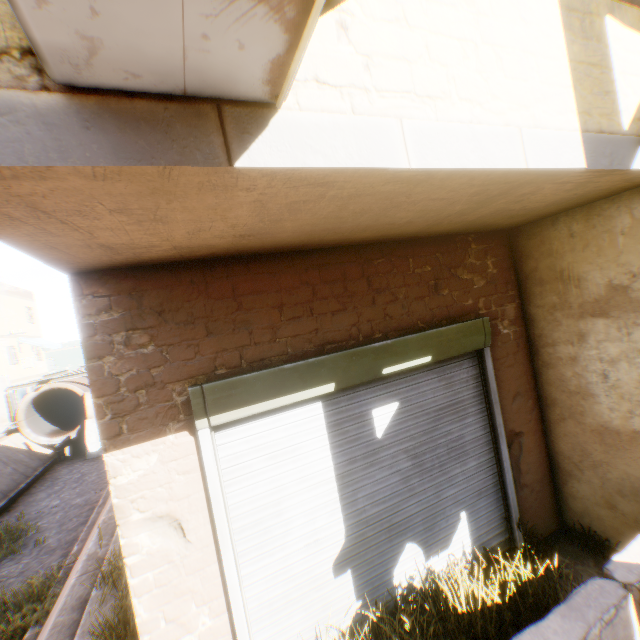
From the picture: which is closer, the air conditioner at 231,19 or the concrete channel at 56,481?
the air conditioner at 231,19

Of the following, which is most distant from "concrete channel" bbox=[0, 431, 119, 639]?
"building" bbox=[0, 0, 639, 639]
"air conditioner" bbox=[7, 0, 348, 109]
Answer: "air conditioner" bbox=[7, 0, 348, 109]

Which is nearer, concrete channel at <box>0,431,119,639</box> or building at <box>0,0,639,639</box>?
building at <box>0,0,639,639</box>

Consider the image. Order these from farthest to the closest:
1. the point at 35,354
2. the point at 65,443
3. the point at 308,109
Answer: the point at 35,354, the point at 65,443, the point at 308,109

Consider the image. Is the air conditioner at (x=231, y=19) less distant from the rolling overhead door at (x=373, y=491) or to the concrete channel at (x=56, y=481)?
the rolling overhead door at (x=373, y=491)

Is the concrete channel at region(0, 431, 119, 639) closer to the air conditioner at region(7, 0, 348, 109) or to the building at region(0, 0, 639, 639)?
the building at region(0, 0, 639, 639)

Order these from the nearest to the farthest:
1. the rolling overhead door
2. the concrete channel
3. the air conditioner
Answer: the air conditioner → the rolling overhead door → the concrete channel

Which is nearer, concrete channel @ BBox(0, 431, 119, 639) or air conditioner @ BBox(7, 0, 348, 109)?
air conditioner @ BBox(7, 0, 348, 109)
